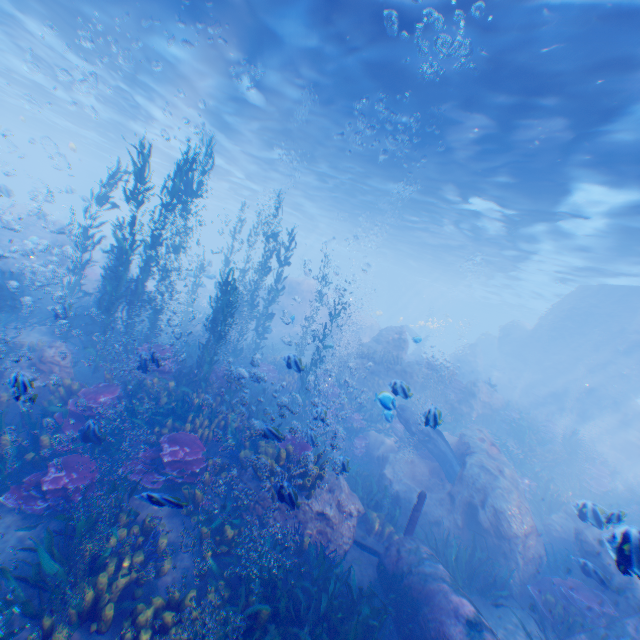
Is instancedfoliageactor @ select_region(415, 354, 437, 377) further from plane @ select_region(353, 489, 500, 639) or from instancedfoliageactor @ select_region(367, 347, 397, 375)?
plane @ select_region(353, 489, 500, 639)

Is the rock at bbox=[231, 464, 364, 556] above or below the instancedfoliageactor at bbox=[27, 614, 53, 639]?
above

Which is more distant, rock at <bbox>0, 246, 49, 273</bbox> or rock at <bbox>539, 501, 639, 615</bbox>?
rock at <bbox>0, 246, 49, 273</bbox>

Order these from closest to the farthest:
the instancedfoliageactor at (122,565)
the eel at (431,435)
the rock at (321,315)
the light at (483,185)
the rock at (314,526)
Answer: the instancedfoliageactor at (122,565), the rock at (314,526), the light at (483,185), the eel at (431,435), the rock at (321,315)

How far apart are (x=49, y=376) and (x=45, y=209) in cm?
2380

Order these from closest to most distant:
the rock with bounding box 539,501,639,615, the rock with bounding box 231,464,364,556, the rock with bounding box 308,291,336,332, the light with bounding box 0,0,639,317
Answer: the rock with bounding box 539,501,639,615 < the rock with bounding box 231,464,364,556 < the light with bounding box 0,0,639,317 < the rock with bounding box 308,291,336,332

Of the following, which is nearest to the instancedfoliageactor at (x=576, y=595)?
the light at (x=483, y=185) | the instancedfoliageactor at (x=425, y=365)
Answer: the instancedfoliageactor at (x=425, y=365)

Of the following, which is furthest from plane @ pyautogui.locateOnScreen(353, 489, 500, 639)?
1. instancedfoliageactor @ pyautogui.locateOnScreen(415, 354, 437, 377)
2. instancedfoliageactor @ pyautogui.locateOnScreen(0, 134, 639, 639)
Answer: instancedfoliageactor @ pyautogui.locateOnScreen(415, 354, 437, 377)
